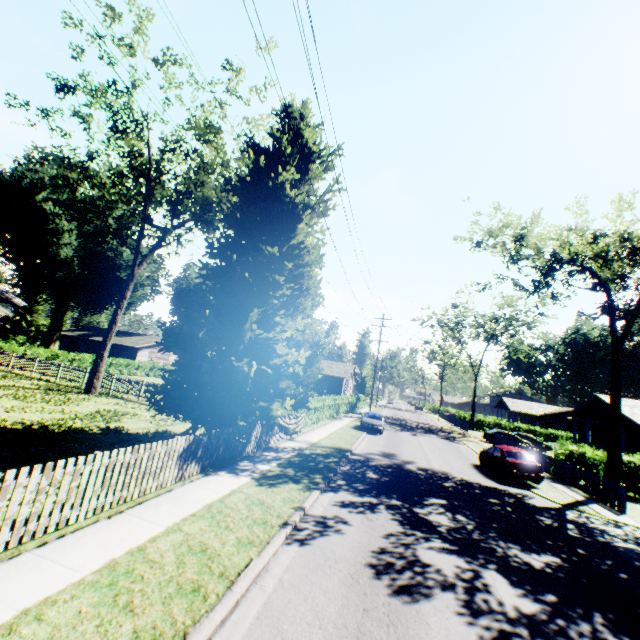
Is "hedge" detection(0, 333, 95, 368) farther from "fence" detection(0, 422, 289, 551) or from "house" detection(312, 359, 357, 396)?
"house" detection(312, 359, 357, 396)

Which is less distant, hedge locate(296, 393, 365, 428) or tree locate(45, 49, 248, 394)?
tree locate(45, 49, 248, 394)

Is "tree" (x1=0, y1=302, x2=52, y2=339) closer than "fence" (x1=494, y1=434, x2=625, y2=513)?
No

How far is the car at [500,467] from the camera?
16.6 meters

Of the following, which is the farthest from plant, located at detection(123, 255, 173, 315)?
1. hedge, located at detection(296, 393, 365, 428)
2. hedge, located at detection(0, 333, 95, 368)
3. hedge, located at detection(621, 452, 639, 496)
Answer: hedge, located at detection(621, 452, 639, 496)

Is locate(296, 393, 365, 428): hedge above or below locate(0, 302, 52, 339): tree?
below

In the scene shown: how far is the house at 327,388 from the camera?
43.9m

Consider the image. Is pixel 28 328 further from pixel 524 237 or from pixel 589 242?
pixel 589 242
